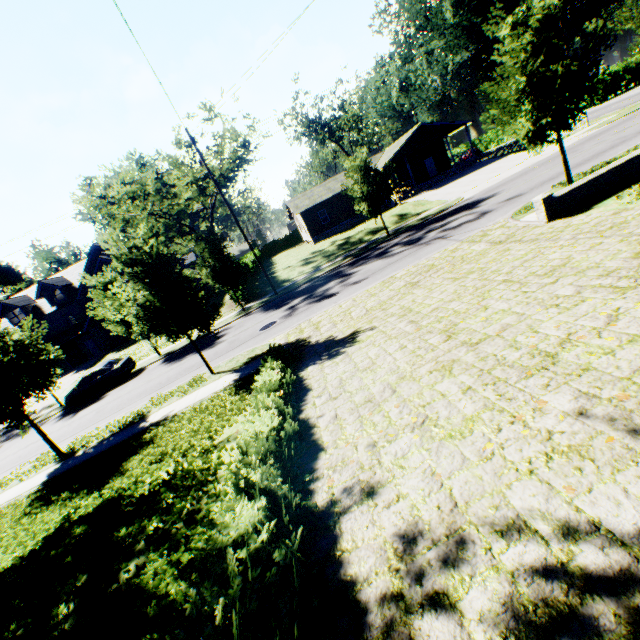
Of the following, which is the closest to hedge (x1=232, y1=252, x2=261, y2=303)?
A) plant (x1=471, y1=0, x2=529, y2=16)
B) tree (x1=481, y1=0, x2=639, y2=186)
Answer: tree (x1=481, y1=0, x2=639, y2=186)

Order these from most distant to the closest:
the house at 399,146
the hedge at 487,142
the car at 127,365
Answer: the hedge at 487,142 < the house at 399,146 < the car at 127,365

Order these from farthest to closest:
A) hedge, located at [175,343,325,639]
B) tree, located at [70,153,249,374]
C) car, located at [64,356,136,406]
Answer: → car, located at [64,356,136,406] → tree, located at [70,153,249,374] → hedge, located at [175,343,325,639]

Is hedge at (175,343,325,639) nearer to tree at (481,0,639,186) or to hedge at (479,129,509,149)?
tree at (481,0,639,186)

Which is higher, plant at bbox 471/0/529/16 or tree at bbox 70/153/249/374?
plant at bbox 471/0/529/16

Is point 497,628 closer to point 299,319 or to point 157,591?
point 157,591

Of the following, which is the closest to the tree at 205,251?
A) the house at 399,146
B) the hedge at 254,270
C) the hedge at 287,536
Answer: the hedge at 254,270

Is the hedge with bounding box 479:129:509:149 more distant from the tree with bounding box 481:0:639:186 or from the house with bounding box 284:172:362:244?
the tree with bounding box 481:0:639:186
